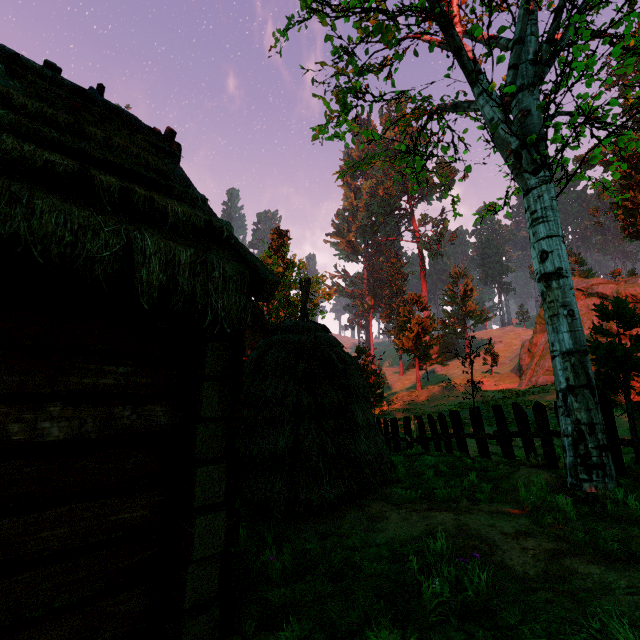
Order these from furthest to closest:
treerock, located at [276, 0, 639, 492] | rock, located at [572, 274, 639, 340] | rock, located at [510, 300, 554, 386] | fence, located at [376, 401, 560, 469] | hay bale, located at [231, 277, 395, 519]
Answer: rock, located at [572, 274, 639, 340] < rock, located at [510, 300, 554, 386] < fence, located at [376, 401, 560, 469] < treerock, located at [276, 0, 639, 492] < hay bale, located at [231, 277, 395, 519]

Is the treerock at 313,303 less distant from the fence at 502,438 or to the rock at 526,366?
the fence at 502,438

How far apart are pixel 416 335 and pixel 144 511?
34.5 meters

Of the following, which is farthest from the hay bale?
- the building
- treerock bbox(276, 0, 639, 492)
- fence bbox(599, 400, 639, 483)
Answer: treerock bbox(276, 0, 639, 492)

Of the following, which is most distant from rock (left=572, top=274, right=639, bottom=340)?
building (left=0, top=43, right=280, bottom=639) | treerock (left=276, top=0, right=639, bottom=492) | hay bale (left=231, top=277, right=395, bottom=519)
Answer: building (left=0, top=43, right=280, bottom=639)

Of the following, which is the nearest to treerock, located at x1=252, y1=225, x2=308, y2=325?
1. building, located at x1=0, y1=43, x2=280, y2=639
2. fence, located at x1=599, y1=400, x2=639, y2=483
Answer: building, located at x1=0, y1=43, x2=280, y2=639

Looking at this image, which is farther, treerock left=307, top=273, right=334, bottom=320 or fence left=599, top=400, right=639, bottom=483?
treerock left=307, top=273, right=334, bottom=320
